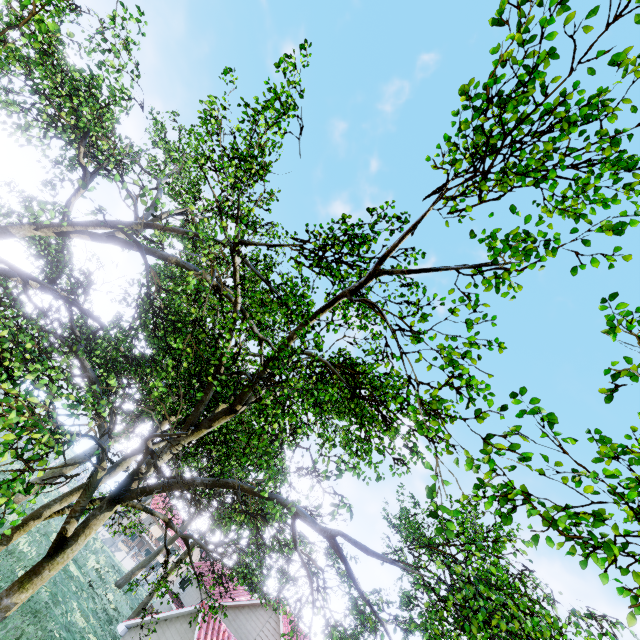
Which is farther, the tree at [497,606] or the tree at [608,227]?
the tree at [497,606]

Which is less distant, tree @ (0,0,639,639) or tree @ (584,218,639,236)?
tree @ (584,218,639,236)

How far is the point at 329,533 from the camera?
7.9 meters
